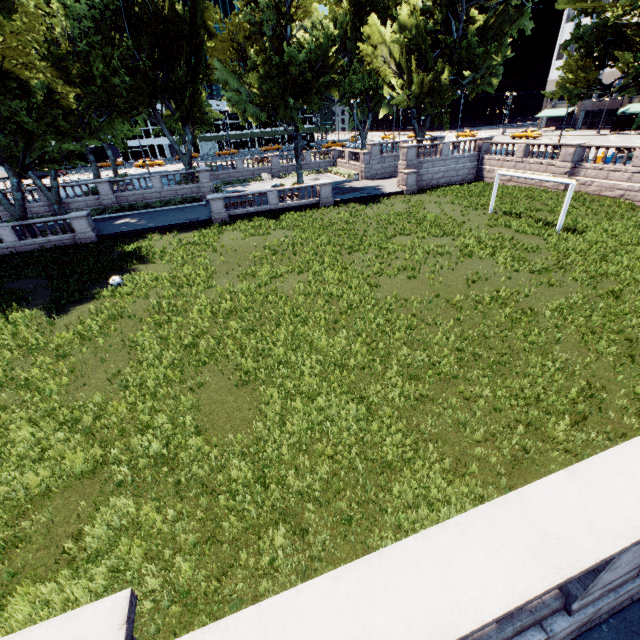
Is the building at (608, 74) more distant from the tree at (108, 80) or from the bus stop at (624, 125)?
the bus stop at (624, 125)

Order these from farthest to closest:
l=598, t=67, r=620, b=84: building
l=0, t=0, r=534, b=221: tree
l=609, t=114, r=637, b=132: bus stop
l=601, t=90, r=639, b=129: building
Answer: l=598, t=67, r=620, b=84: building
l=601, t=90, r=639, b=129: building
l=609, t=114, r=637, b=132: bus stop
l=0, t=0, r=534, b=221: tree

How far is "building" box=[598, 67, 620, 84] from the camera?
55.25m

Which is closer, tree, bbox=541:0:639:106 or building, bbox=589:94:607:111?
tree, bbox=541:0:639:106

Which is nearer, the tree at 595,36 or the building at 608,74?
the tree at 595,36

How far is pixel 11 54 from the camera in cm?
1875

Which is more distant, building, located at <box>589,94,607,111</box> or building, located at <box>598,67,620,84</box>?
building, located at <box>589,94,607,111</box>

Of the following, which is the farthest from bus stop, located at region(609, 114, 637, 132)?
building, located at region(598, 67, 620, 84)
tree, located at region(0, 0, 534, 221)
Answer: tree, located at region(0, 0, 534, 221)
